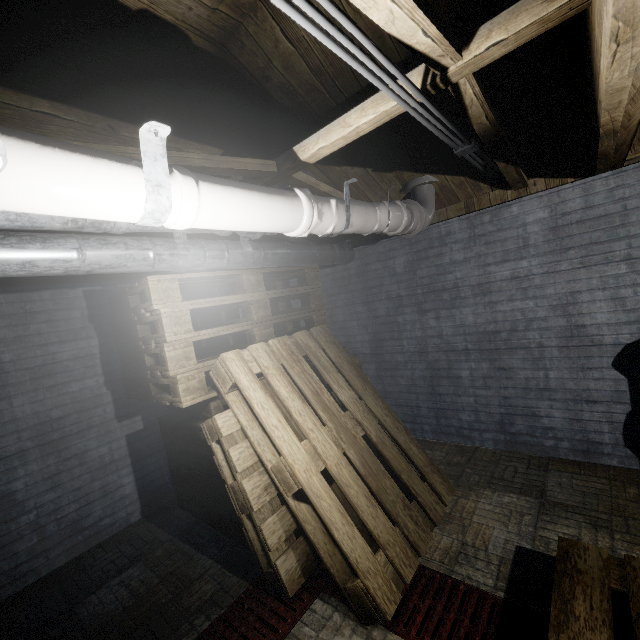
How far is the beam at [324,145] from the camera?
1.46m

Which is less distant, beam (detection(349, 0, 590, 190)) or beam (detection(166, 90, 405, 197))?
beam (detection(349, 0, 590, 190))

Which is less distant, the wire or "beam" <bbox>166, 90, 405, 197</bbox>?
the wire

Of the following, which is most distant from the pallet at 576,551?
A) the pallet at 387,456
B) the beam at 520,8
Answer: the beam at 520,8

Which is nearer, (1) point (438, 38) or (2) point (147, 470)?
(1) point (438, 38)

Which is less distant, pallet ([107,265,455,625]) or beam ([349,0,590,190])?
beam ([349,0,590,190])

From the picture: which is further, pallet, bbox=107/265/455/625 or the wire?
pallet, bbox=107/265/455/625

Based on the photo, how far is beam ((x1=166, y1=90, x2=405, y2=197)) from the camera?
1.46m
